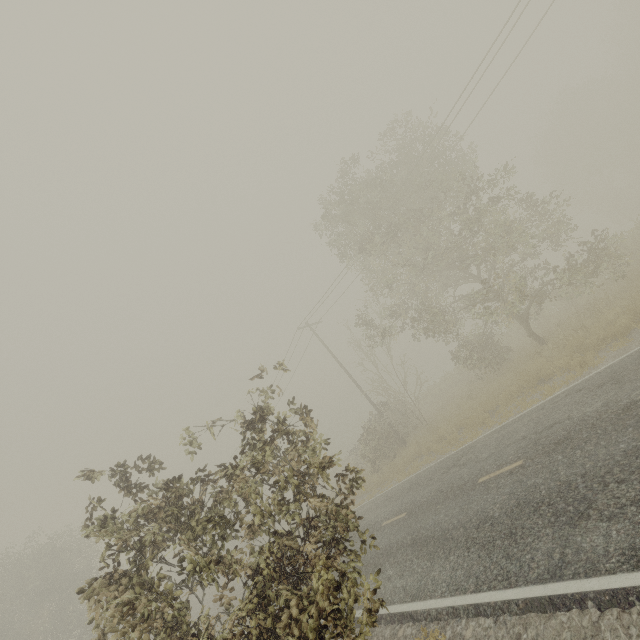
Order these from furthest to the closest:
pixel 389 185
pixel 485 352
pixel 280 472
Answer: pixel 485 352 → pixel 389 185 → pixel 280 472
